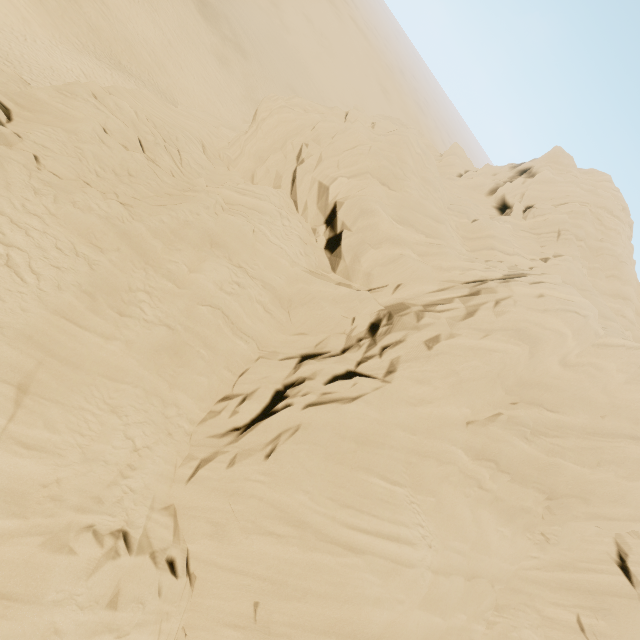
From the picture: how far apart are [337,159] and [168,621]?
19.4 meters
